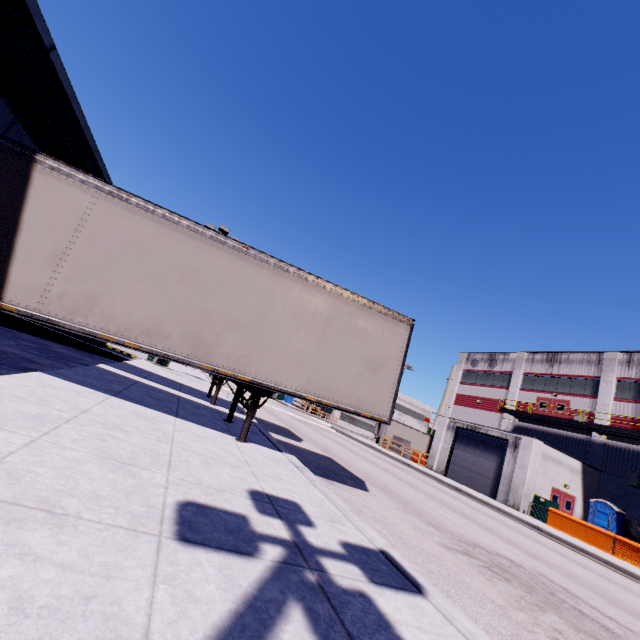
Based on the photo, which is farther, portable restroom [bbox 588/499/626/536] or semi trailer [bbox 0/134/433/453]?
portable restroom [bbox 588/499/626/536]

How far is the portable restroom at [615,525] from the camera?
21.8 meters

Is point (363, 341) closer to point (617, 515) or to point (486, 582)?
point (486, 582)

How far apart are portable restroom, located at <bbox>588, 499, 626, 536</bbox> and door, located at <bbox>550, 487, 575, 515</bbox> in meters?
0.8

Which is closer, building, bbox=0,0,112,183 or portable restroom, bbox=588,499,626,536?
building, bbox=0,0,112,183

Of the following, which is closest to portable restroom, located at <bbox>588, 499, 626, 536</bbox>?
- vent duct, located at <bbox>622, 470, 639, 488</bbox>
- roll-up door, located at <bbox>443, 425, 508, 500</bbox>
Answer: vent duct, located at <bbox>622, 470, 639, 488</bbox>

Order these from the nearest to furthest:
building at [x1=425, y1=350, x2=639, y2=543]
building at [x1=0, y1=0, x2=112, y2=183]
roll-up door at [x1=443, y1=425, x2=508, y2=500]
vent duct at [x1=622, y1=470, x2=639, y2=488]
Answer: building at [x1=0, y1=0, x2=112, y2=183] → vent duct at [x1=622, y1=470, x2=639, y2=488] → building at [x1=425, y1=350, x2=639, y2=543] → roll-up door at [x1=443, y1=425, x2=508, y2=500]

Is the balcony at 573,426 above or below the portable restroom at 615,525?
above
